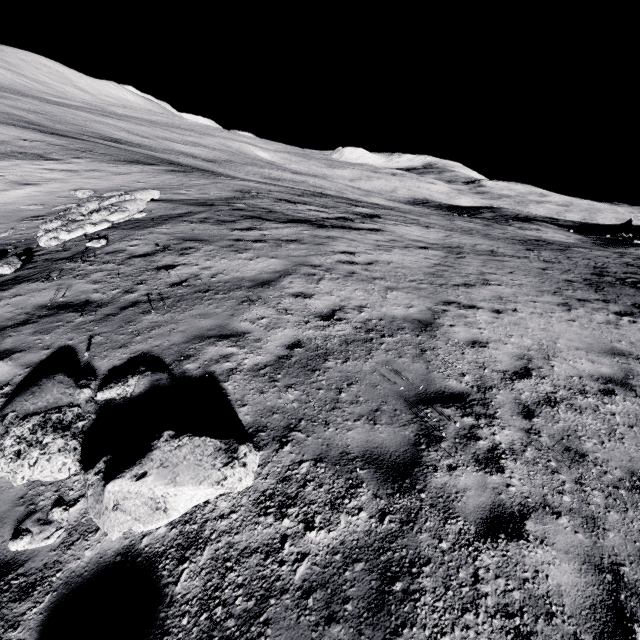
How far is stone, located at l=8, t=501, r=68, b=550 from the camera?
3.3m

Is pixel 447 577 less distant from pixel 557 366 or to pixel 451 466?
pixel 451 466

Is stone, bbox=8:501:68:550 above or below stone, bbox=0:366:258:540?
below

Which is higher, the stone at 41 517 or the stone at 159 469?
the stone at 159 469

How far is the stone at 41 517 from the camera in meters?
3.3 m
